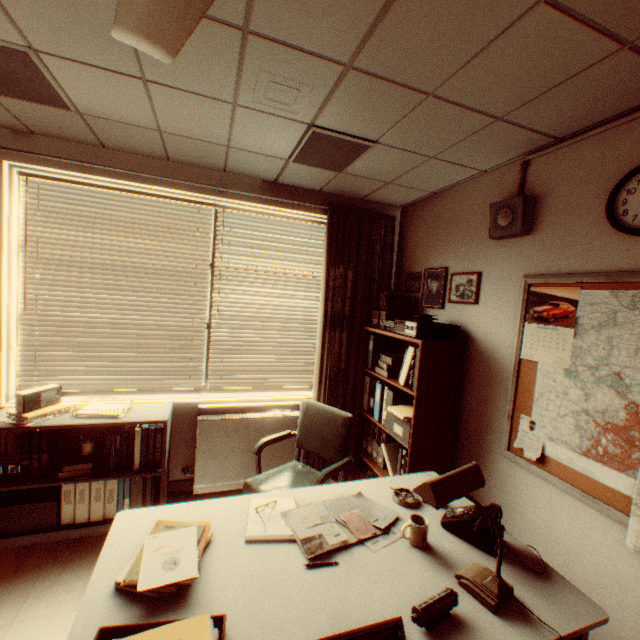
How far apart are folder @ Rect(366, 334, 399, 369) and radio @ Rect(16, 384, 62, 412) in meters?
3.1 m

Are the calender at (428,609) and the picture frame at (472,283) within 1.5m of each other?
no

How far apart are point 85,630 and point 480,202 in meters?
3.7 m

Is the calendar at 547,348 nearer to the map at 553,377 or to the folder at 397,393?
the map at 553,377

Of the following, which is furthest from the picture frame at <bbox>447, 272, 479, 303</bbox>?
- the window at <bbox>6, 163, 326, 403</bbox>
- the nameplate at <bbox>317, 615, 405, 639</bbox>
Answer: the nameplate at <bbox>317, 615, 405, 639</bbox>

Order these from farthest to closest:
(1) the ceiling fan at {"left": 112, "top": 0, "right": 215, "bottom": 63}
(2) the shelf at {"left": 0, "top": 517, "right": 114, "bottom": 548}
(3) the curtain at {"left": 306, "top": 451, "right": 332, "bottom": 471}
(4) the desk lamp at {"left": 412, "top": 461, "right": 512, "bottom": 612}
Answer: (3) the curtain at {"left": 306, "top": 451, "right": 332, "bottom": 471} → (2) the shelf at {"left": 0, "top": 517, "right": 114, "bottom": 548} → (4) the desk lamp at {"left": 412, "top": 461, "right": 512, "bottom": 612} → (1) the ceiling fan at {"left": 112, "top": 0, "right": 215, "bottom": 63}

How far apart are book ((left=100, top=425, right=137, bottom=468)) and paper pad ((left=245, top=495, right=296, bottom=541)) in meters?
1.6

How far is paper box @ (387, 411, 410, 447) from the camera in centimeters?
290cm
